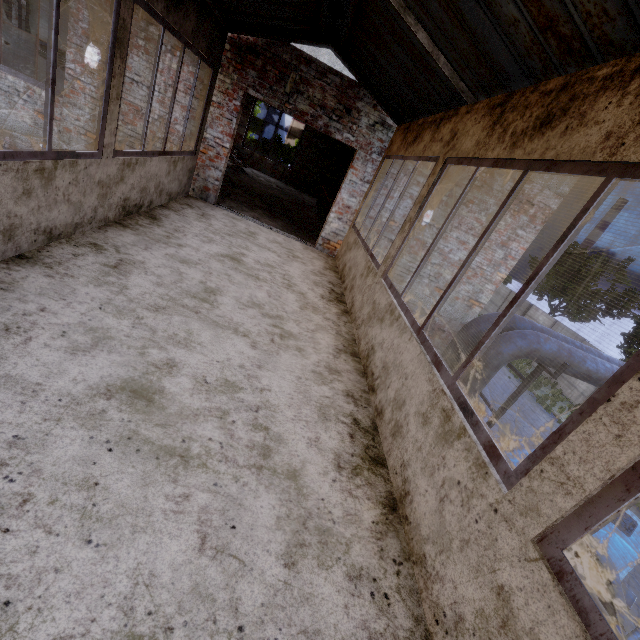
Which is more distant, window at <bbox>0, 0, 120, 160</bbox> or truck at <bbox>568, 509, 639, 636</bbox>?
truck at <bbox>568, 509, 639, 636</bbox>

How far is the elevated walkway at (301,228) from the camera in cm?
783

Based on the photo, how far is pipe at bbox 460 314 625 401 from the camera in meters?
6.3 m

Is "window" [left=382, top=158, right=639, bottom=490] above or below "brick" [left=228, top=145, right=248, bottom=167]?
above

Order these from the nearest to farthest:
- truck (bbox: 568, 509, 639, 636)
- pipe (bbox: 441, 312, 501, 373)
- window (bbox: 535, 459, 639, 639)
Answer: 1. window (bbox: 535, 459, 639, 639)
2. truck (bbox: 568, 509, 639, 636)
3. pipe (bbox: 441, 312, 501, 373)

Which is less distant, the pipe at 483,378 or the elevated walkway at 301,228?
the pipe at 483,378

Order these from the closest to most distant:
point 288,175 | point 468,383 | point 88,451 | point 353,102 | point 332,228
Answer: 1. point 88,451
2. point 353,102
3. point 468,383
4. point 332,228
5. point 288,175

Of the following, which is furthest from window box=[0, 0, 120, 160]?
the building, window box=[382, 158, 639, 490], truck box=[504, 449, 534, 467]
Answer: truck box=[504, 449, 534, 467]
